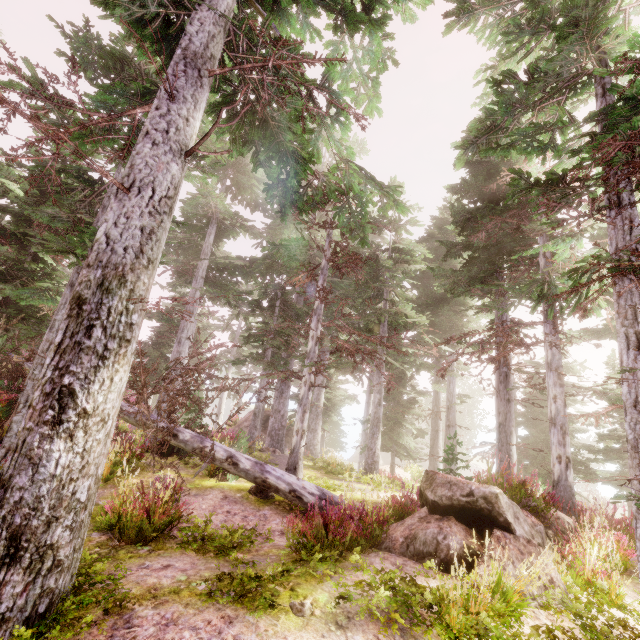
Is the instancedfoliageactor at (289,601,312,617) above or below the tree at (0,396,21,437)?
below

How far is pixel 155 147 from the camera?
4.7m

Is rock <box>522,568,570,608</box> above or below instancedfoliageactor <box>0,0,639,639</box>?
below

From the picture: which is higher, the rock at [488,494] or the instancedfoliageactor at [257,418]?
the instancedfoliageactor at [257,418]

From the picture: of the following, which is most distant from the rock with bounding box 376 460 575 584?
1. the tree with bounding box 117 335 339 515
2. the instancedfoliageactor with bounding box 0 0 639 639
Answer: the tree with bounding box 117 335 339 515

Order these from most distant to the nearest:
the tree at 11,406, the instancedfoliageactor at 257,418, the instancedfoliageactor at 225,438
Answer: the instancedfoliageactor at 257,418 < the instancedfoliageactor at 225,438 < the tree at 11,406

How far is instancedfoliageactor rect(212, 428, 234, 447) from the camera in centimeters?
1493cm
